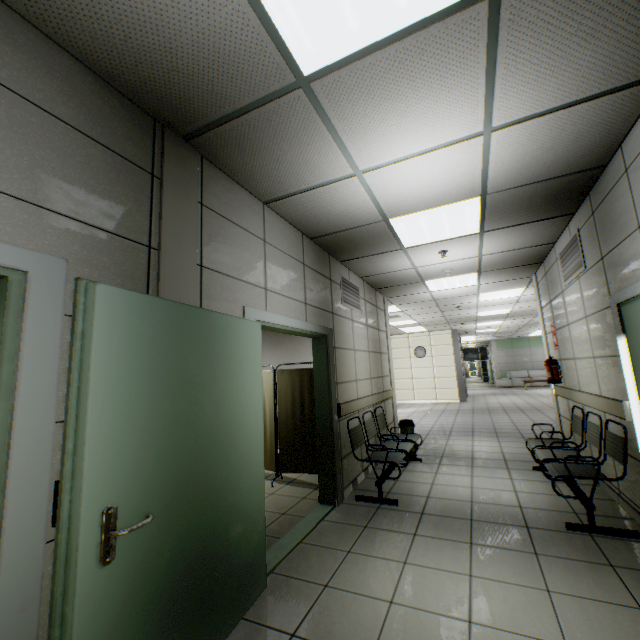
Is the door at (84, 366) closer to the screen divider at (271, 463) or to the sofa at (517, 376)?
the screen divider at (271, 463)

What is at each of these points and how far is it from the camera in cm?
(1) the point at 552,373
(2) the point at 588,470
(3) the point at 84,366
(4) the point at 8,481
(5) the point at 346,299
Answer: (1) fire extinguisher, 532
(2) chair, 331
(3) door, 137
(4) door, 124
(5) ventilation grill, 509

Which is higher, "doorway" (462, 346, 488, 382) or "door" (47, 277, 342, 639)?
"doorway" (462, 346, 488, 382)

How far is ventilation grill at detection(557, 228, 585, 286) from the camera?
3.7m

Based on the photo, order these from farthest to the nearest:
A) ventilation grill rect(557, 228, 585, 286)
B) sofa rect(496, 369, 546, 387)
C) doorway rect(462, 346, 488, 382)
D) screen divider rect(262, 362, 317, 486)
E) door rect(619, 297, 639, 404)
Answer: doorway rect(462, 346, 488, 382) → sofa rect(496, 369, 546, 387) → screen divider rect(262, 362, 317, 486) → ventilation grill rect(557, 228, 585, 286) → door rect(619, 297, 639, 404)

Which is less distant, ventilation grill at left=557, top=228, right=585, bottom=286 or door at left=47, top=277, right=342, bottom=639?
door at left=47, top=277, right=342, bottom=639

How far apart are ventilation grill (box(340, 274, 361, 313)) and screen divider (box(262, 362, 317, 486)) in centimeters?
114cm

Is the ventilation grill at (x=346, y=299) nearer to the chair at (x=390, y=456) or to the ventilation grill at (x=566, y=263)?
the chair at (x=390, y=456)
